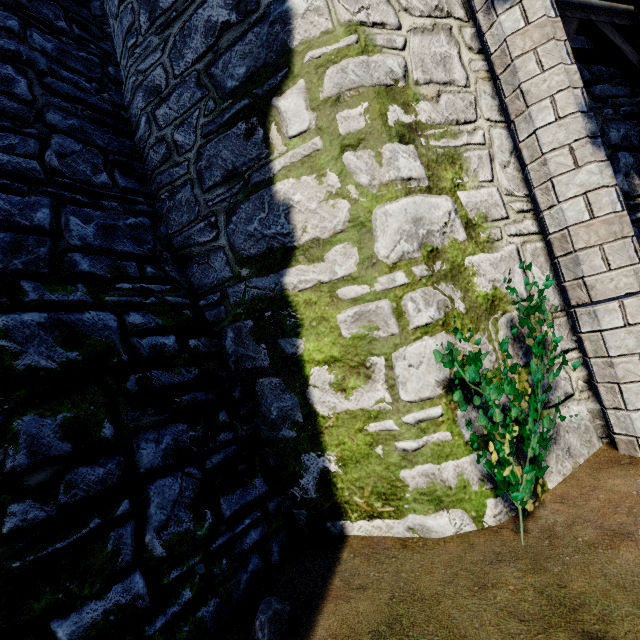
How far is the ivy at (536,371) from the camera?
2.42m

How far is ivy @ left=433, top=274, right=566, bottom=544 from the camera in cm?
242

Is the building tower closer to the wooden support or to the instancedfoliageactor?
the wooden support

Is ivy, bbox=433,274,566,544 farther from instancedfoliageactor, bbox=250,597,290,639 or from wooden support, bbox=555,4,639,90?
instancedfoliageactor, bbox=250,597,290,639

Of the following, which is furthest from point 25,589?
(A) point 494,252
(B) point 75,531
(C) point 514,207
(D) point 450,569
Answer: (C) point 514,207

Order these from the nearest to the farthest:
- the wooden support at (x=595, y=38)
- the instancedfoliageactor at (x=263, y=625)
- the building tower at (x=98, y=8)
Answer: the instancedfoliageactor at (x=263, y=625) → the wooden support at (x=595, y=38) → the building tower at (x=98, y=8)

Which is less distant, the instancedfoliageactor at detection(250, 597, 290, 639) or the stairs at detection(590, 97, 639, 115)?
the instancedfoliageactor at detection(250, 597, 290, 639)

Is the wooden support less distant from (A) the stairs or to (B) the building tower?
(A) the stairs
